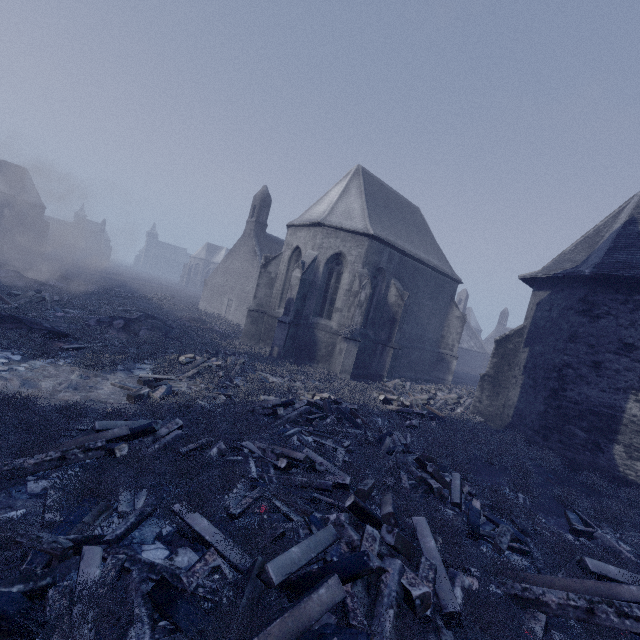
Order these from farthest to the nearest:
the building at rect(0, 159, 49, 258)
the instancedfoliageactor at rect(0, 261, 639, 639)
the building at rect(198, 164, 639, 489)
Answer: the building at rect(0, 159, 49, 258), the building at rect(198, 164, 639, 489), the instancedfoliageactor at rect(0, 261, 639, 639)

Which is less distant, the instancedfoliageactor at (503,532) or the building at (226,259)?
the instancedfoliageactor at (503,532)

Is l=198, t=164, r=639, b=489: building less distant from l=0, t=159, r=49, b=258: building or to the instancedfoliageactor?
the instancedfoliageactor

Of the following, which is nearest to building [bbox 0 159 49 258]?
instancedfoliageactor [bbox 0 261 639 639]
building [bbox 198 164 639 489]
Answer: instancedfoliageactor [bbox 0 261 639 639]

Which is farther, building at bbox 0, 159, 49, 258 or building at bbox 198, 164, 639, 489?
building at bbox 0, 159, 49, 258

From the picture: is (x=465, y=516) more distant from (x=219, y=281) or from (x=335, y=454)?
(x=219, y=281)

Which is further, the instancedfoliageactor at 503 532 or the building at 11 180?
the building at 11 180
